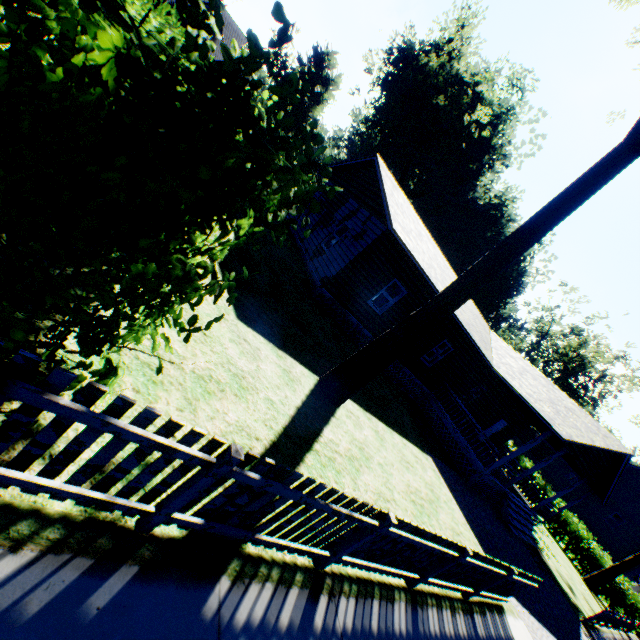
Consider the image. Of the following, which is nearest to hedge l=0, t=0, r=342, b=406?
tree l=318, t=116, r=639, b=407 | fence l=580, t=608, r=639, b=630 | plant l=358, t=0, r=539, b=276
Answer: tree l=318, t=116, r=639, b=407

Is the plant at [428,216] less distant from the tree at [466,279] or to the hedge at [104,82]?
the tree at [466,279]

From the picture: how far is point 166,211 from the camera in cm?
179

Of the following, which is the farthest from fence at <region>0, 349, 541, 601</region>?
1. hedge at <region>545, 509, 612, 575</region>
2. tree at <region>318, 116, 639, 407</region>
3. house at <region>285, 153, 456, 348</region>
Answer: hedge at <region>545, 509, 612, 575</region>

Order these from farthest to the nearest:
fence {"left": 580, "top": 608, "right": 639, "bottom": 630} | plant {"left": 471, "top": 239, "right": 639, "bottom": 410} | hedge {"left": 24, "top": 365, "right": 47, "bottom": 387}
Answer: plant {"left": 471, "top": 239, "right": 639, "bottom": 410} < fence {"left": 580, "top": 608, "right": 639, "bottom": 630} < hedge {"left": 24, "top": 365, "right": 47, "bottom": 387}

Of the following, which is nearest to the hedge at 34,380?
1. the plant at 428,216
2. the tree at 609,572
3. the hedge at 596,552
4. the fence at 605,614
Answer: the fence at 605,614

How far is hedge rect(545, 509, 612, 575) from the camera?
25.4 meters

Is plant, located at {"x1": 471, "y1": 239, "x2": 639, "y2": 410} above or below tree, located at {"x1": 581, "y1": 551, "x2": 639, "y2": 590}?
above
